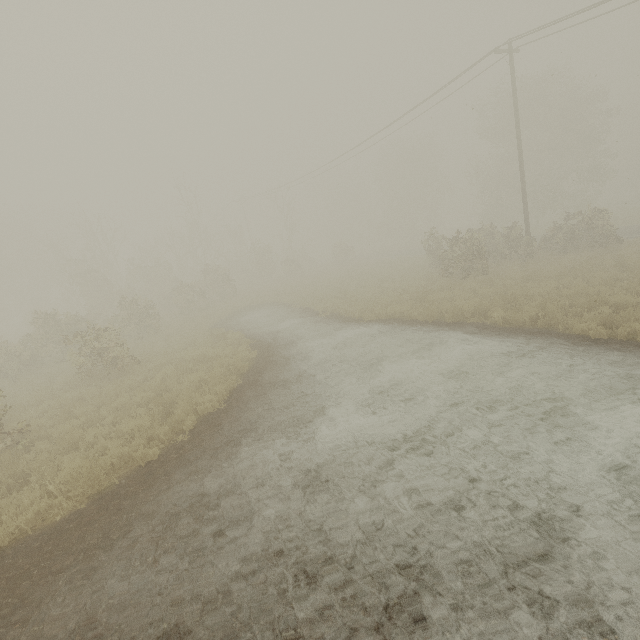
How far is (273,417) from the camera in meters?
8.5 m

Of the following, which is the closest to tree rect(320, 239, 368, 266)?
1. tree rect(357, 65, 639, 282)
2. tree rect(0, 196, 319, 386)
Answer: tree rect(0, 196, 319, 386)

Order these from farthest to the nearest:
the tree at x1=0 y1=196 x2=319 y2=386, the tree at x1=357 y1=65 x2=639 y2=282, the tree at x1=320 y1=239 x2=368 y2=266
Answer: the tree at x1=320 y1=239 x2=368 y2=266
the tree at x1=357 y1=65 x2=639 y2=282
the tree at x1=0 y1=196 x2=319 y2=386

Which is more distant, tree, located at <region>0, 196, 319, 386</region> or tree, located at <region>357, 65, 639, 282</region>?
tree, located at <region>357, 65, 639, 282</region>

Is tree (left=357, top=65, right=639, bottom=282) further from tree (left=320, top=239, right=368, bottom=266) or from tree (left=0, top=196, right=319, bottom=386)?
tree (left=0, top=196, right=319, bottom=386)

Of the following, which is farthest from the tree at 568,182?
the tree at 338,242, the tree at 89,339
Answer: the tree at 89,339
